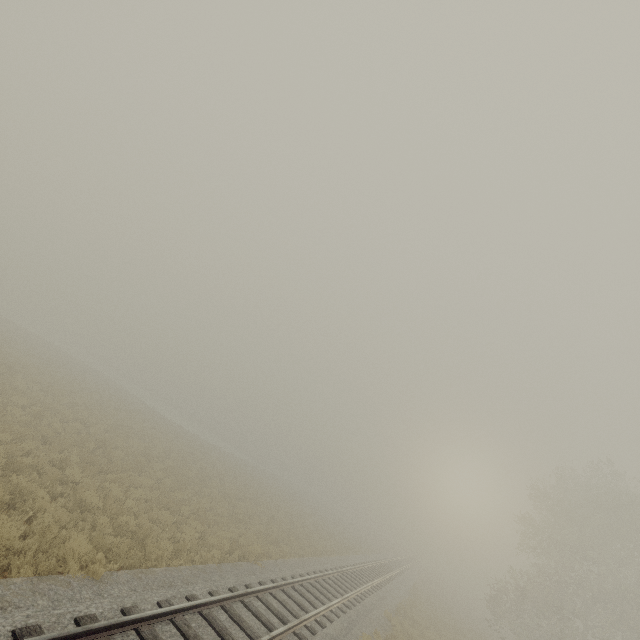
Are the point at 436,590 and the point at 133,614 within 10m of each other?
no
